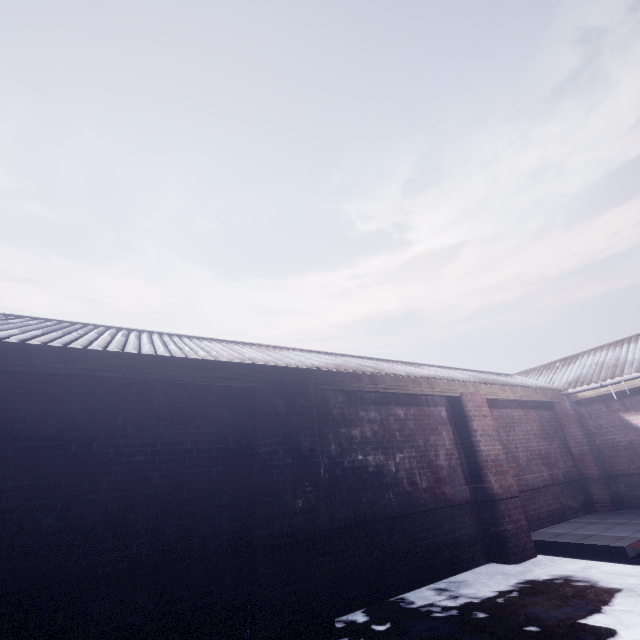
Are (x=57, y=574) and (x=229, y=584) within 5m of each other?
yes
